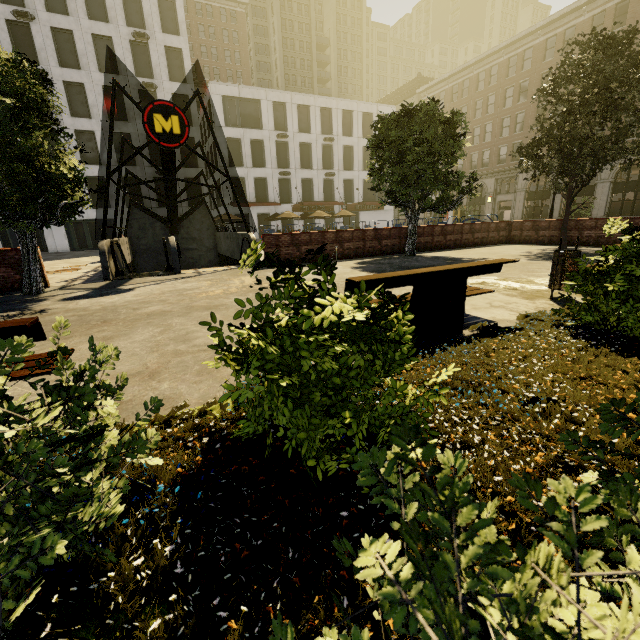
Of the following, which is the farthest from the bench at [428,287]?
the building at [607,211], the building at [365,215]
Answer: the building at [365,215]

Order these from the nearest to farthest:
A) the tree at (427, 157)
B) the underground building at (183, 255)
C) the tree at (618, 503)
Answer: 1. the tree at (618, 503)
2. the underground building at (183, 255)
3. the tree at (427, 157)

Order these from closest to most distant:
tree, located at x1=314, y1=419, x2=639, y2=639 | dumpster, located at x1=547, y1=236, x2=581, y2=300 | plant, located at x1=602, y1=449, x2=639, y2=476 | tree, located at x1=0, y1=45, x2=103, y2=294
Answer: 1. tree, located at x1=314, y1=419, x2=639, y2=639
2. plant, located at x1=602, y1=449, x2=639, y2=476
3. dumpster, located at x1=547, y1=236, x2=581, y2=300
4. tree, located at x1=0, y1=45, x2=103, y2=294

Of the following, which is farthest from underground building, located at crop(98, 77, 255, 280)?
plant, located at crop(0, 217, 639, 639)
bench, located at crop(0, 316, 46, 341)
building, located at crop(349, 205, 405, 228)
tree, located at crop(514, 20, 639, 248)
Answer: plant, located at crop(0, 217, 639, 639)

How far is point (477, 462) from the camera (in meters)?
1.89

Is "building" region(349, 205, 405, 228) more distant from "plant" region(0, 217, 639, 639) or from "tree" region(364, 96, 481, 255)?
"plant" region(0, 217, 639, 639)

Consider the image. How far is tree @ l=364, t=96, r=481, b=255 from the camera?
12.0m

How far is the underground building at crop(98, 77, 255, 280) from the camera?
10.4 meters
